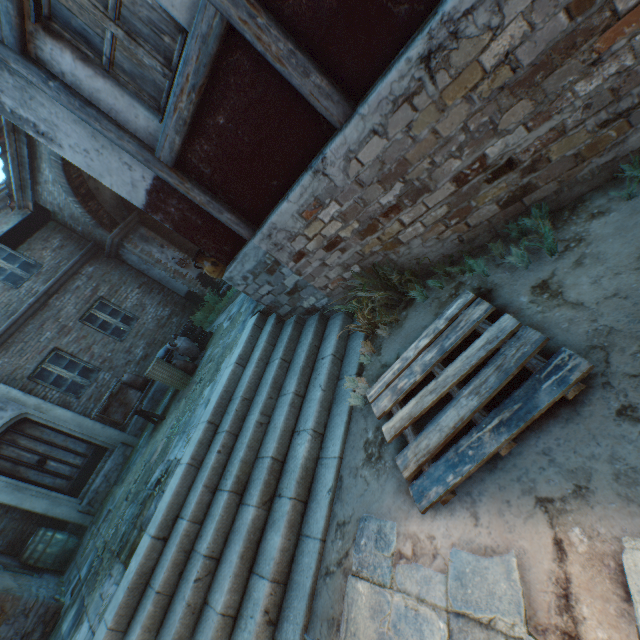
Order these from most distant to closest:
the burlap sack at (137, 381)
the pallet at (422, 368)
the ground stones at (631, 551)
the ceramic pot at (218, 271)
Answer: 1. the burlap sack at (137, 381)
2. the ceramic pot at (218, 271)
3. the pallet at (422, 368)
4. the ground stones at (631, 551)

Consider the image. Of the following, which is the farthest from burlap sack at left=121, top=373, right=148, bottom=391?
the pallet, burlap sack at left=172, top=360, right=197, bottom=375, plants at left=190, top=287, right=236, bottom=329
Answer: the pallet

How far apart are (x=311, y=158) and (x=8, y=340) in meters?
10.0 m

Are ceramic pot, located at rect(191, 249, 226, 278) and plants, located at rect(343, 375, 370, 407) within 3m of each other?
no

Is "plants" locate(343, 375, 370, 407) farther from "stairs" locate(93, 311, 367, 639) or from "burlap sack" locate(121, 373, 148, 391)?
"burlap sack" locate(121, 373, 148, 391)

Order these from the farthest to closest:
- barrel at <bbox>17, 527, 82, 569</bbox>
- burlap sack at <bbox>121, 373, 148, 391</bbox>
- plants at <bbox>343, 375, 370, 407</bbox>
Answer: burlap sack at <bbox>121, 373, 148, 391</bbox>, barrel at <bbox>17, 527, 82, 569</bbox>, plants at <bbox>343, 375, 370, 407</bbox>

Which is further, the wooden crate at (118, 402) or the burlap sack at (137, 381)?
the burlap sack at (137, 381)

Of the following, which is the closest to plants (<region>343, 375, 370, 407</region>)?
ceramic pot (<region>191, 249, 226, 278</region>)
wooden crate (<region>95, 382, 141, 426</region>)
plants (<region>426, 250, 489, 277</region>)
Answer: plants (<region>426, 250, 489, 277</region>)
